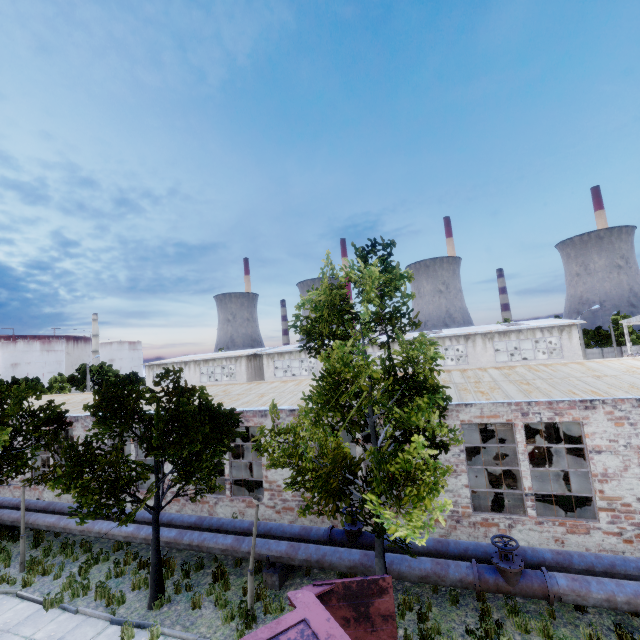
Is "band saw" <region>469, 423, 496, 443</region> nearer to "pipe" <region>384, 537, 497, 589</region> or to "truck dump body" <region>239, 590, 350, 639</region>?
"pipe" <region>384, 537, 497, 589</region>

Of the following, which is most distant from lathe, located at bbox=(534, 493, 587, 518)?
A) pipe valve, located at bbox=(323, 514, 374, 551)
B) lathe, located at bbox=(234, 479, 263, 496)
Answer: lathe, located at bbox=(234, 479, 263, 496)

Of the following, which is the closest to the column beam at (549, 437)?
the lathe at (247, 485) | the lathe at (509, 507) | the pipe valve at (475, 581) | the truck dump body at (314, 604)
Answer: the lathe at (509, 507)

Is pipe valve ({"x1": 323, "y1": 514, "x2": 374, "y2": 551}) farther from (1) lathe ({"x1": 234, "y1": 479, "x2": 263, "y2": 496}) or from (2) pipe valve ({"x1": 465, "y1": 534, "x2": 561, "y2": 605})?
(1) lathe ({"x1": 234, "y1": 479, "x2": 263, "y2": 496})

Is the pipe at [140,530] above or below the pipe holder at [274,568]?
above

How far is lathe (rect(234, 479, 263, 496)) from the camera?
15.39m

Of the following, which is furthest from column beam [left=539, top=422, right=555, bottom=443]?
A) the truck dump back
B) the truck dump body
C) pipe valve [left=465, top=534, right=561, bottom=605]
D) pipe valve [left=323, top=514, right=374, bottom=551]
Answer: the truck dump body

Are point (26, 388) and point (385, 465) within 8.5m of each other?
no
